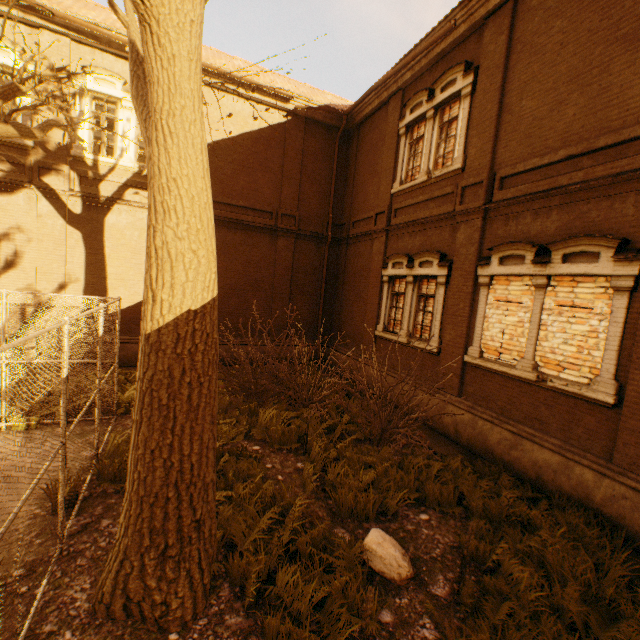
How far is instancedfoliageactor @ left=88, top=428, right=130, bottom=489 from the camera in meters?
5.4

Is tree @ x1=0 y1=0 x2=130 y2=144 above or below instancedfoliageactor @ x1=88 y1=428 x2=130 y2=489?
above

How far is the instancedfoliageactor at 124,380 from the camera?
8.2m

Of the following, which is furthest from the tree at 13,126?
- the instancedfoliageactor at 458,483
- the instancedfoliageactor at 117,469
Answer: → the instancedfoliageactor at 458,483

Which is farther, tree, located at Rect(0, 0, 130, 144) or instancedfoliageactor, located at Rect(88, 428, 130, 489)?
tree, located at Rect(0, 0, 130, 144)

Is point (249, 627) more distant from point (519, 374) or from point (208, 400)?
point (519, 374)

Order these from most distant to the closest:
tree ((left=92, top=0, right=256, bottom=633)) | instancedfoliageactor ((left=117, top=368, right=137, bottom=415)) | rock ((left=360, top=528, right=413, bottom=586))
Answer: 1. instancedfoliageactor ((left=117, top=368, right=137, bottom=415))
2. rock ((left=360, top=528, right=413, bottom=586))
3. tree ((left=92, top=0, right=256, bottom=633))

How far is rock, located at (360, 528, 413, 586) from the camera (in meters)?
4.06
